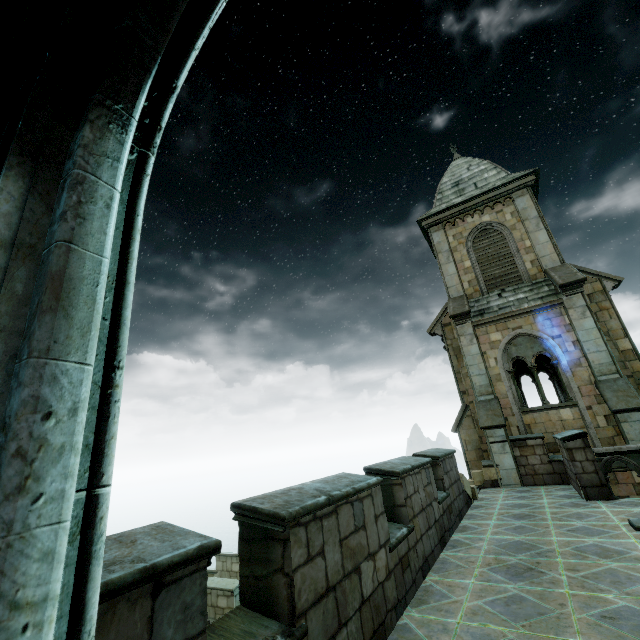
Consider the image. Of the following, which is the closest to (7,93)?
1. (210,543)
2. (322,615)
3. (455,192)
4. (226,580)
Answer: (210,543)
